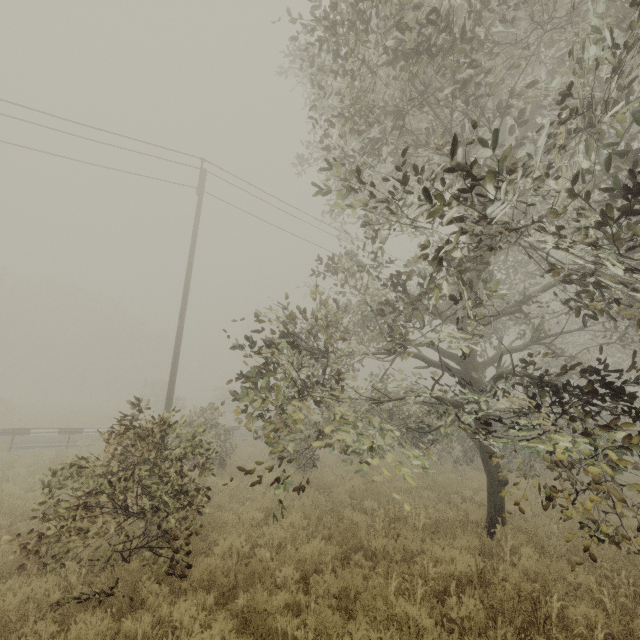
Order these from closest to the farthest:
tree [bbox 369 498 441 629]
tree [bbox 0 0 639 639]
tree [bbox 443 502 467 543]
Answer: tree [bbox 0 0 639 639], tree [bbox 369 498 441 629], tree [bbox 443 502 467 543]

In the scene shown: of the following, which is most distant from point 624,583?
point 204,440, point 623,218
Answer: point 623,218

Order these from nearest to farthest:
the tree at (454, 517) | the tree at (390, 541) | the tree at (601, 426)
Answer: the tree at (601, 426), the tree at (390, 541), the tree at (454, 517)

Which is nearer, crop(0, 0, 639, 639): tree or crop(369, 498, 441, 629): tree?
crop(0, 0, 639, 639): tree

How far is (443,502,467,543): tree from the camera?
7.3m

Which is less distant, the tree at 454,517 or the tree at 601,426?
the tree at 601,426
